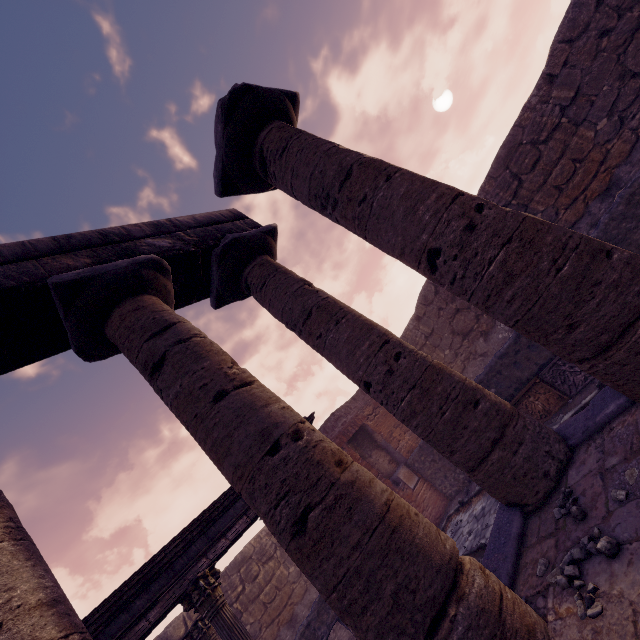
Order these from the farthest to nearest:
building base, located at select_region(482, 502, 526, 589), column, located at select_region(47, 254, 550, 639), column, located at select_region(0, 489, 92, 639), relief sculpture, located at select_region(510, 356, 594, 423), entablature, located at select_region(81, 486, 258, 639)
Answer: relief sculpture, located at select_region(510, 356, 594, 423), entablature, located at select_region(81, 486, 258, 639), building base, located at select_region(482, 502, 526, 589), column, located at select_region(47, 254, 550, 639), column, located at select_region(0, 489, 92, 639)

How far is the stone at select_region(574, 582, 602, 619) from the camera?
2.06m

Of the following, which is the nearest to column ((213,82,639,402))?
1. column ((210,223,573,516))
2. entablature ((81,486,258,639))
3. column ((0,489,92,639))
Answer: column ((210,223,573,516))

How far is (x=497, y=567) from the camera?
3.25m

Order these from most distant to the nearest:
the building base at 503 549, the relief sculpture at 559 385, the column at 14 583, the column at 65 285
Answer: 1. the relief sculpture at 559 385
2. the building base at 503 549
3. the column at 65 285
4. the column at 14 583

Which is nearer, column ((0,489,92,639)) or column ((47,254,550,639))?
column ((0,489,92,639))

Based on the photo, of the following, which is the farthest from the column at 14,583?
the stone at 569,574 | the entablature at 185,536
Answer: the entablature at 185,536

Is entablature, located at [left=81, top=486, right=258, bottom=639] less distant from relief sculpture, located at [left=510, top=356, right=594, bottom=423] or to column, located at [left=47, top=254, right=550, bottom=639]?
column, located at [left=47, top=254, right=550, bottom=639]
